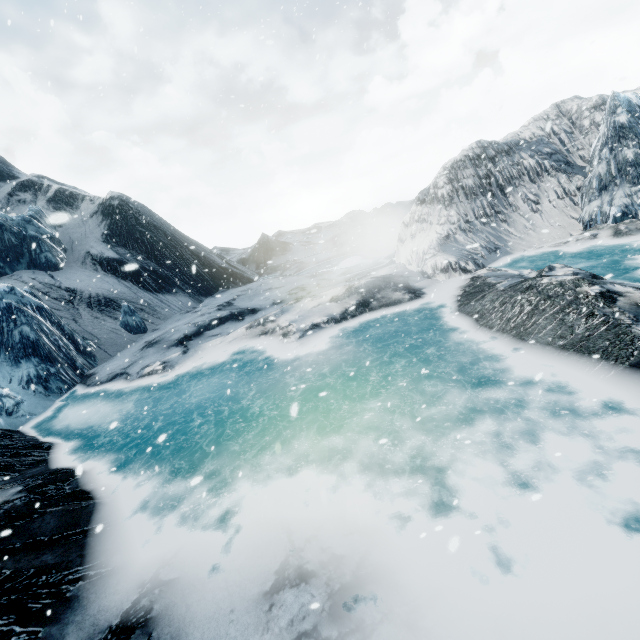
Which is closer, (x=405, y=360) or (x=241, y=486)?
(x=241, y=486)
